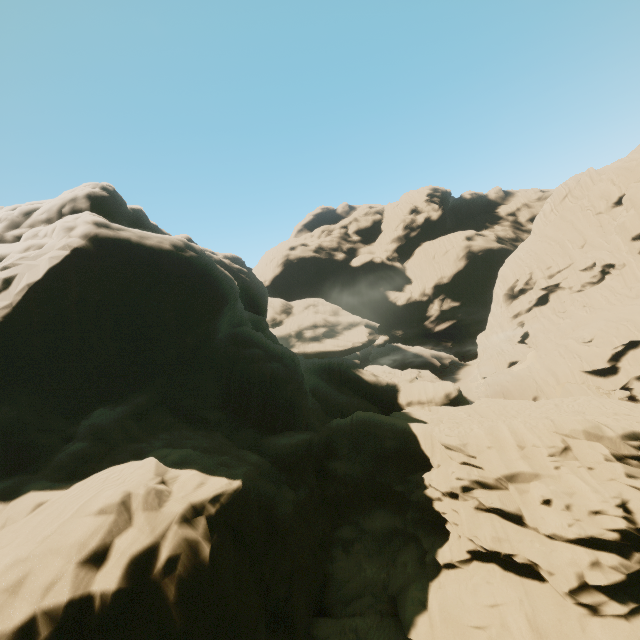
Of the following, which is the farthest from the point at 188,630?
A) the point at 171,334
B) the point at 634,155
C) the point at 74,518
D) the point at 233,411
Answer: the point at 634,155
